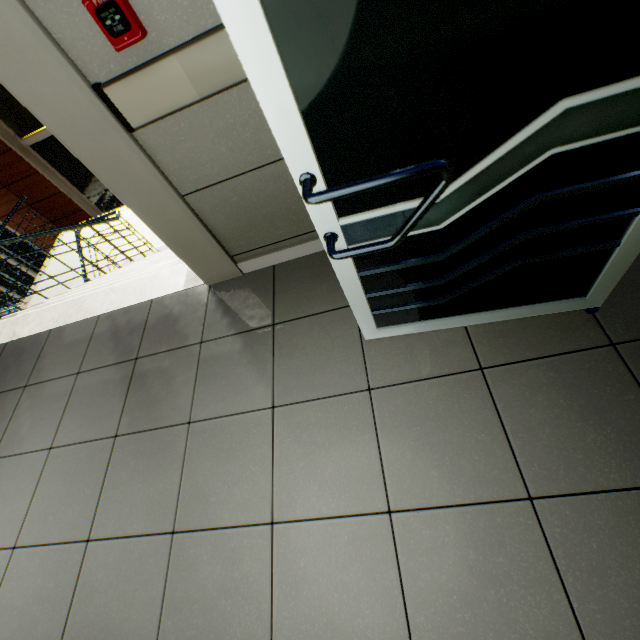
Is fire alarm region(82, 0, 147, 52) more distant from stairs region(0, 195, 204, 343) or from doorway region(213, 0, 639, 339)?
stairs region(0, 195, 204, 343)

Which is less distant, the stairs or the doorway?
the doorway

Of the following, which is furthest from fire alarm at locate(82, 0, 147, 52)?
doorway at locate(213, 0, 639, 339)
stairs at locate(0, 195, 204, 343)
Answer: stairs at locate(0, 195, 204, 343)

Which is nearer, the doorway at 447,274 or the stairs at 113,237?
the doorway at 447,274

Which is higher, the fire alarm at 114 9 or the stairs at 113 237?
the fire alarm at 114 9

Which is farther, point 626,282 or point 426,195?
point 626,282

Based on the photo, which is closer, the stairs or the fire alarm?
the fire alarm
